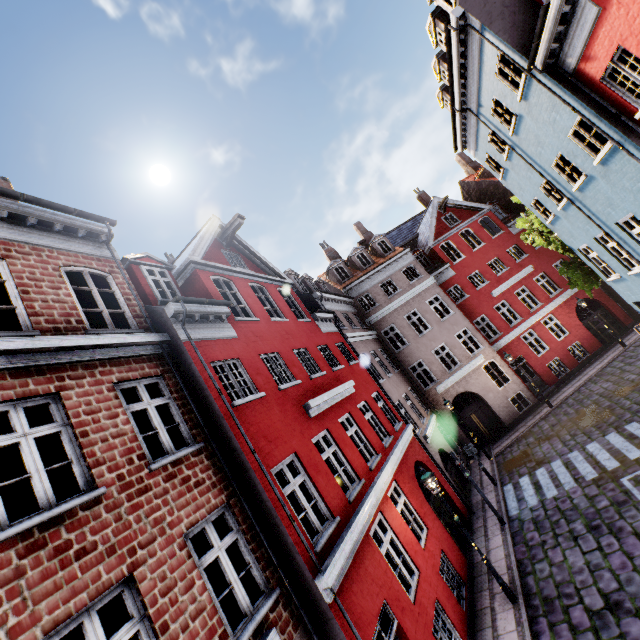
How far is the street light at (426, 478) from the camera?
8.7 meters

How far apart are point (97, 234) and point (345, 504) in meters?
9.3 m

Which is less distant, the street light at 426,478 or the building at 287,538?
the building at 287,538

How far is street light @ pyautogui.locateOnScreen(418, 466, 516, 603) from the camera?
8.7 meters

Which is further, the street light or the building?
the street light
